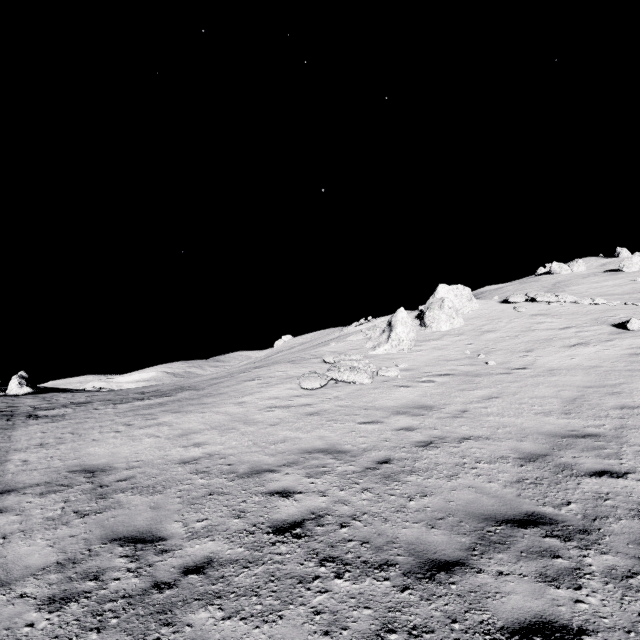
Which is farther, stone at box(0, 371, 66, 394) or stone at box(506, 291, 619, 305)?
stone at box(0, 371, 66, 394)

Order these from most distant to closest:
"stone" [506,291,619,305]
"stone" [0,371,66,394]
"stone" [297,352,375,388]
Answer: "stone" [0,371,66,394] < "stone" [506,291,619,305] < "stone" [297,352,375,388]

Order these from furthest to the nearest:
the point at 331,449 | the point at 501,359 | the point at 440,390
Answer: the point at 501,359 → the point at 440,390 → the point at 331,449

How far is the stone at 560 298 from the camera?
20.9 meters

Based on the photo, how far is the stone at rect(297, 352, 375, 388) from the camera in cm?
1337

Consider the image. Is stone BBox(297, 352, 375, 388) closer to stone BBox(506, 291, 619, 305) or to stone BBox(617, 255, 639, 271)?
stone BBox(506, 291, 619, 305)

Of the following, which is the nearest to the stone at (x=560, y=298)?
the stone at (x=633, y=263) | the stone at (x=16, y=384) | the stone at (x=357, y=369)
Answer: the stone at (x=357, y=369)

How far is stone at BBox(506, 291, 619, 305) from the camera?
20.91m
